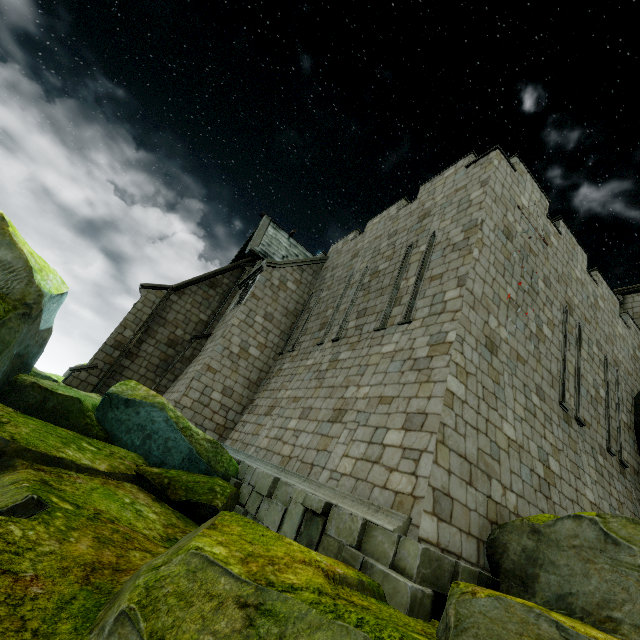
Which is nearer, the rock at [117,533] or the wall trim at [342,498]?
the rock at [117,533]

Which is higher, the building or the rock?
the building

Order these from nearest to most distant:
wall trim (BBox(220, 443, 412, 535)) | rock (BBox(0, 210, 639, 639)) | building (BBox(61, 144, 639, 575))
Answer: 1. rock (BBox(0, 210, 639, 639))
2. wall trim (BBox(220, 443, 412, 535))
3. building (BBox(61, 144, 639, 575))

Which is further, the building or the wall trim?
the building

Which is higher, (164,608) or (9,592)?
(164,608)

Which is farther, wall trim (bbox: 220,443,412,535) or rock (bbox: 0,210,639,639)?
wall trim (bbox: 220,443,412,535)

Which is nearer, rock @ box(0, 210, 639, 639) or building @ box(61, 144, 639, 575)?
rock @ box(0, 210, 639, 639)

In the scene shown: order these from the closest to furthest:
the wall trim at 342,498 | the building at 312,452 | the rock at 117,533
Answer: the rock at 117,533
the wall trim at 342,498
the building at 312,452
